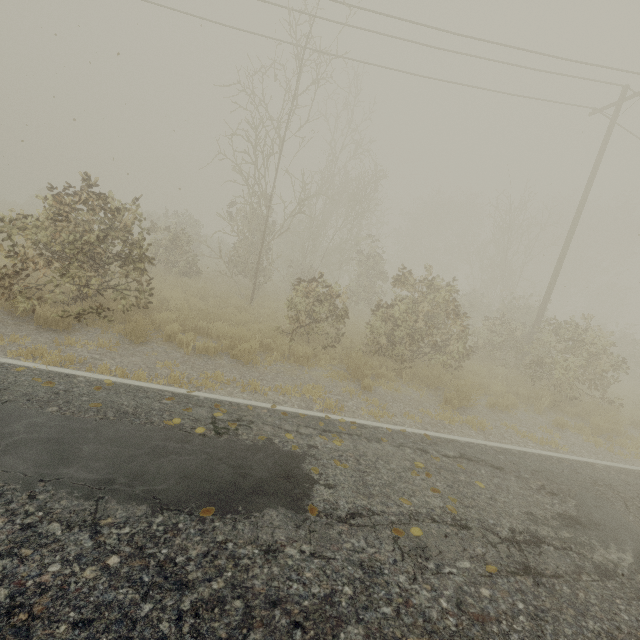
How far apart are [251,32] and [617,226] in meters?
42.3 m
